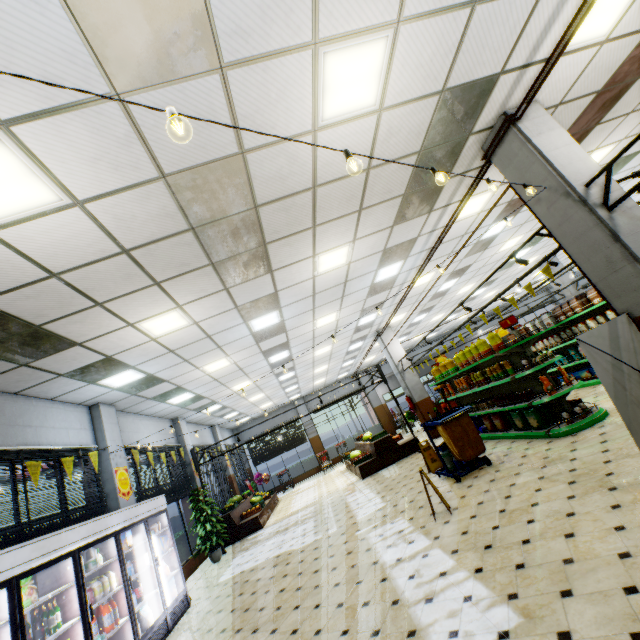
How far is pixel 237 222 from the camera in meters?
4.5 m

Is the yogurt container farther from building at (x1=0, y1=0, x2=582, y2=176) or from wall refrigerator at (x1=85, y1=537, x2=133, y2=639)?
building at (x1=0, y1=0, x2=582, y2=176)

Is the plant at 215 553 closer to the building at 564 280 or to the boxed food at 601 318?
the building at 564 280

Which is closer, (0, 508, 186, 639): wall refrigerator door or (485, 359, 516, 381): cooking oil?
(0, 508, 186, 639): wall refrigerator door

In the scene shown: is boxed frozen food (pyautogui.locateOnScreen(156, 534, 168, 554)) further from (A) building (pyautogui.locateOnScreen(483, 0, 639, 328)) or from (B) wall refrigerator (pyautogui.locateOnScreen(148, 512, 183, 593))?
(A) building (pyautogui.locateOnScreen(483, 0, 639, 328))

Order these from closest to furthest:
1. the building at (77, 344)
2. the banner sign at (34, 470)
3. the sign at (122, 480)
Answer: the building at (77, 344)
the banner sign at (34, 470)
the sign at (122, 480)

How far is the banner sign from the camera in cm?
543
